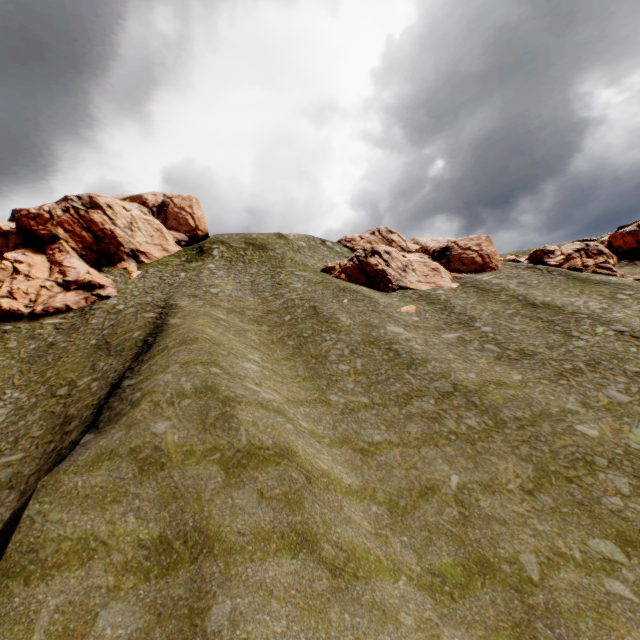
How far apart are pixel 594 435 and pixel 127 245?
53.5m

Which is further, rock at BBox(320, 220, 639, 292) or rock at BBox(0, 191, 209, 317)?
rock at BBox(320, 220, 639, 292)

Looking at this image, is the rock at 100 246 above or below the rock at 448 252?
above

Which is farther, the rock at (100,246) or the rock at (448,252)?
the rock at (448,252)

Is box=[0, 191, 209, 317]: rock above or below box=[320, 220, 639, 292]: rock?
above
